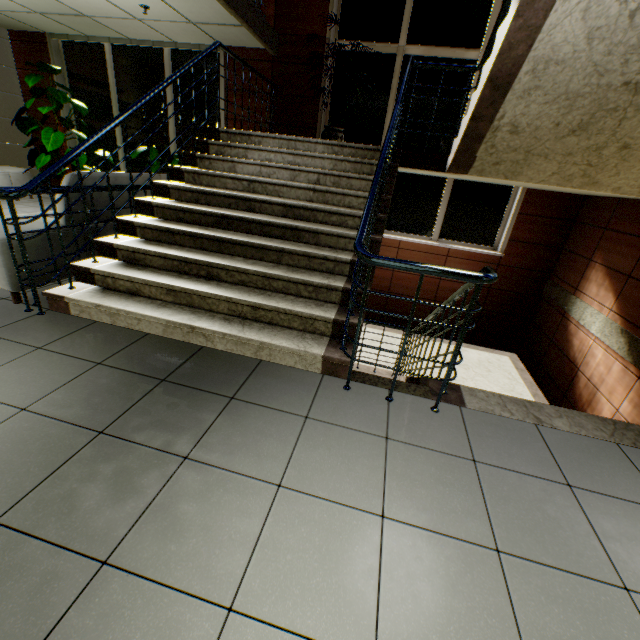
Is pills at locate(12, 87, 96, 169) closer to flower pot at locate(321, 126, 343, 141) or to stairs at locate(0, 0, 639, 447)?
stairs at locate(0, 0, 639, 447)

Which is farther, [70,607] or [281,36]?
[281,36]

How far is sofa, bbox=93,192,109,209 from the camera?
3.34m

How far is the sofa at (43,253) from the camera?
2.8m

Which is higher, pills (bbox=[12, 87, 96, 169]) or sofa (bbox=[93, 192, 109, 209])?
pills (bbox=[12, 87, 96, 169])

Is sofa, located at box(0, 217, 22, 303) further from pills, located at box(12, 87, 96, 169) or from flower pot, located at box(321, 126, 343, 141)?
pills, located at box(12, 87, 96, 169)

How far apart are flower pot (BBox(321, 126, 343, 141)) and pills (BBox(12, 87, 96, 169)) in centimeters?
545cm

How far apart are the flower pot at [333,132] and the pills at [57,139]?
5.4m
